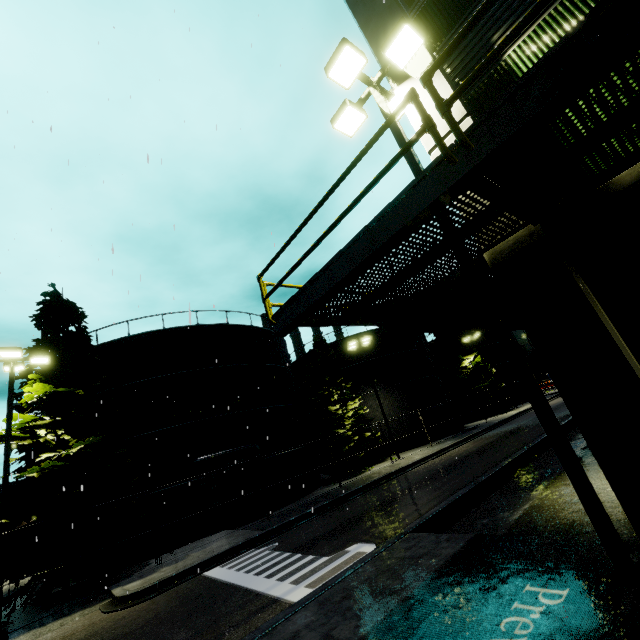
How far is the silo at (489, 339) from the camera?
45.06m

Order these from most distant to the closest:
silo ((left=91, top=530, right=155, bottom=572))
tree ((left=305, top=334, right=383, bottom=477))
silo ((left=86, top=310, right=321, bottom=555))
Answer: tree ((left=305, top=334, right=383, bottom=477))
silo ((left=86, top=310, right=321, bottom=555))
silo ((left=91, top=530, right=155, bottom=572))

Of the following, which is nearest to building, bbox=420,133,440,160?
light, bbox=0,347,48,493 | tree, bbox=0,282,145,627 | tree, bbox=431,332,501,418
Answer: tree, bbox=431,332,501,418

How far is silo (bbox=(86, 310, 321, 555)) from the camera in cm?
1730

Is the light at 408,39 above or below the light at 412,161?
above

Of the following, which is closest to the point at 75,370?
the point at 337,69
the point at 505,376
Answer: the point at 337,69

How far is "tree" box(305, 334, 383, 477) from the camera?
24.5m

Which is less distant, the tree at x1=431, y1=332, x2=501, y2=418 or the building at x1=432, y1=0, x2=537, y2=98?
the building at x1=432, y1=0, x2=537, y2=98
